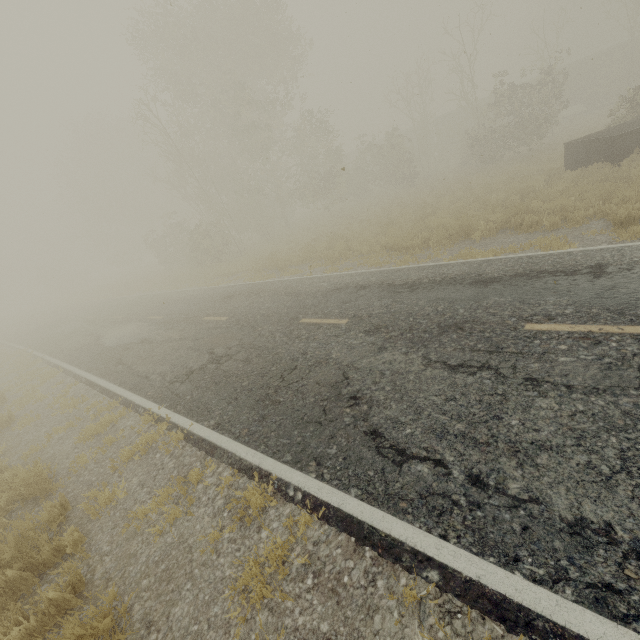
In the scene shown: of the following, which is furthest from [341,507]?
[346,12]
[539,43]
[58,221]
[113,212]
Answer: [58,221]

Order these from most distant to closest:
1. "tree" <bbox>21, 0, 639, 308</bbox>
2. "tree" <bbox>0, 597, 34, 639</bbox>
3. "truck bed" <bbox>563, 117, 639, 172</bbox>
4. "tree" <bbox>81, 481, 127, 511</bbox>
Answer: "tree" <bbox>21, 0, 639, 308</bbox>
"truck bed" <bbox>563, 117, 639, 172</bbox>
"tree" <bbox>81, 481, 127, 511</bbox>
"tree" <bbox>0, 597, 34, 639</bbox>

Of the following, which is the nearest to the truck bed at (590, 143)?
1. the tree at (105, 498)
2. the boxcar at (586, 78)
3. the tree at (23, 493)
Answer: the tree at (105, 498)

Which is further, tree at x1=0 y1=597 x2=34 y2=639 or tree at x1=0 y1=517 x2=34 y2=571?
tree at x1=0 y1=517 x2=34 y2=571

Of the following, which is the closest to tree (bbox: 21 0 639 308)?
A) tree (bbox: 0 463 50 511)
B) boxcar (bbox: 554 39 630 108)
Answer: boxcar (bbox: 554 39 630 108)

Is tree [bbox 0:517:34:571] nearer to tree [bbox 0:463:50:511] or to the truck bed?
tree [bbox 0:463:50:511]

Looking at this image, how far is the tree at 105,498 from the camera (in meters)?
4.91

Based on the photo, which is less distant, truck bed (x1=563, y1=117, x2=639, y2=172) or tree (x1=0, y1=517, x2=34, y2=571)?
tree (x1=0, y1=517, x2=34, y2=571)
